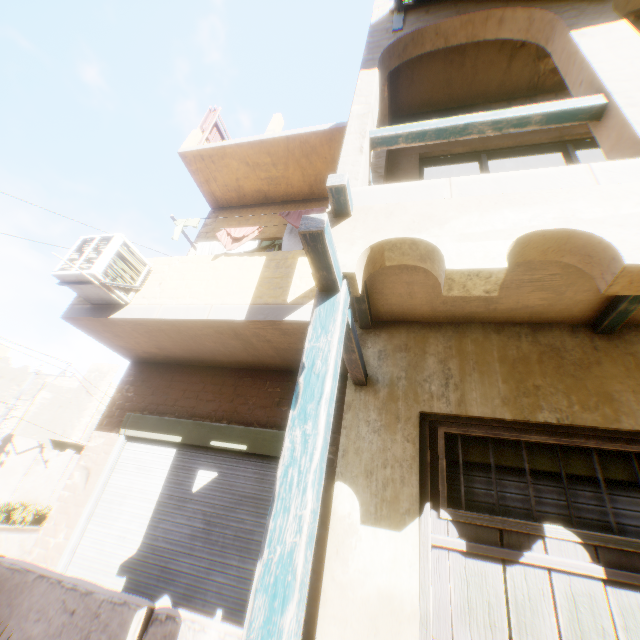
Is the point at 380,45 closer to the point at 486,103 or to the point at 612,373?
the point at 486,103

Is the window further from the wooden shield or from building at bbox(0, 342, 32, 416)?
the wooden shield

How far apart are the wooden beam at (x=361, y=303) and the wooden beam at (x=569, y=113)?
1.1 meters

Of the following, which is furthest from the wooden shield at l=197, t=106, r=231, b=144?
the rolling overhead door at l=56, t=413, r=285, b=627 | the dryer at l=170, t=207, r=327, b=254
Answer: the rolling overhead door at l=56, t=413, r=285, b=627

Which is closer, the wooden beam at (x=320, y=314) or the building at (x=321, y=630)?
the wooden beam at (x=320, y=314)

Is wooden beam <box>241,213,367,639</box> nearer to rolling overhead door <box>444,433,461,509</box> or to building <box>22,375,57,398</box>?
building <box>22,375,57,398</box>

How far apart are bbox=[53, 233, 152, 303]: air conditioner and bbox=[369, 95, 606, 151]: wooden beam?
3.6 meters

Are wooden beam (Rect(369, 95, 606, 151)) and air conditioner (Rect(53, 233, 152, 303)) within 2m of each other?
no
